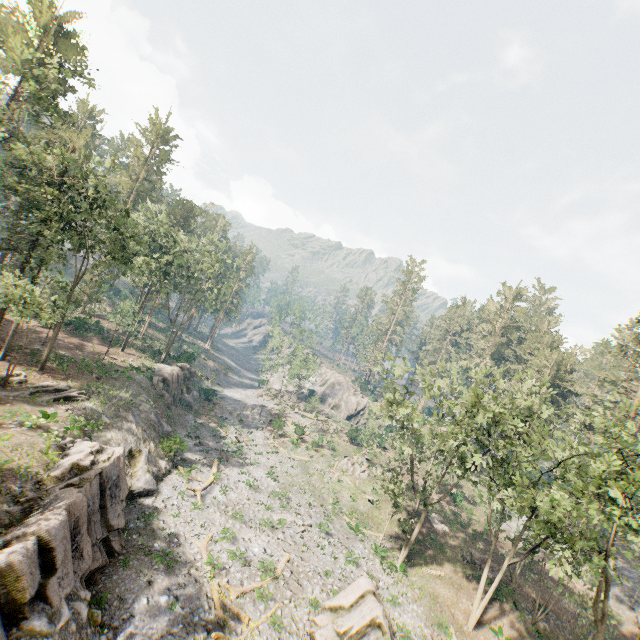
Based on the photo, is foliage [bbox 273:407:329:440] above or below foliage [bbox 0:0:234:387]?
below

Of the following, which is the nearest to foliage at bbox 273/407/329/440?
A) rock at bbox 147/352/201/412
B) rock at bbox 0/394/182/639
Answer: rock at bbox 0/394/182/639

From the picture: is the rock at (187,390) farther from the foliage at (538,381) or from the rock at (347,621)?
the foliage at (538,381)

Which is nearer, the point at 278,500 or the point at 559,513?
the point at 559,513

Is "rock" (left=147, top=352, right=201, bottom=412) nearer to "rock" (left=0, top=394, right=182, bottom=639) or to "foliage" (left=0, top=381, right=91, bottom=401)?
"rock" (left=0, top=394, right=182, bottom=639)

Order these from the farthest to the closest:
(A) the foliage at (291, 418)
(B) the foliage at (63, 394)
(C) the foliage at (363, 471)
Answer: (A) the foliage at (291, 418) → (C) the foliage at (363, 471) → (B) the foliage at (63, 394)
